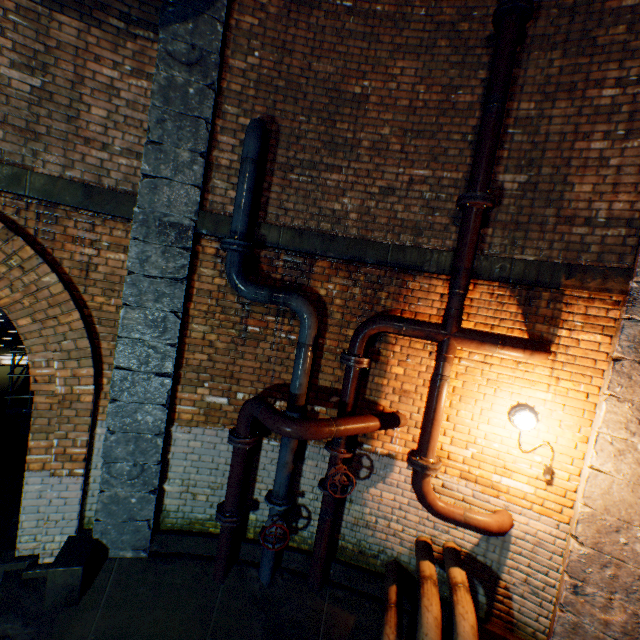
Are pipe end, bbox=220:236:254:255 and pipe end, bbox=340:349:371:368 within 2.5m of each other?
yes

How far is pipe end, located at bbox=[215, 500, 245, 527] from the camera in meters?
3.9 m

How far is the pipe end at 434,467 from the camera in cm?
357

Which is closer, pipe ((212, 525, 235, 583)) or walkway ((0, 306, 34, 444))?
pipe ((212, 525, 235, 583))

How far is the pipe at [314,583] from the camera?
3.99m

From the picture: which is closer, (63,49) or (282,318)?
→ (63,49)

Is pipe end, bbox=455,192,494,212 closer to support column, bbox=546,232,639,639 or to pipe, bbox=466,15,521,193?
pipe, bbox=466,15,521,193

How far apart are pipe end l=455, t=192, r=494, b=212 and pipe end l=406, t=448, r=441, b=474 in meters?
2.8 m
